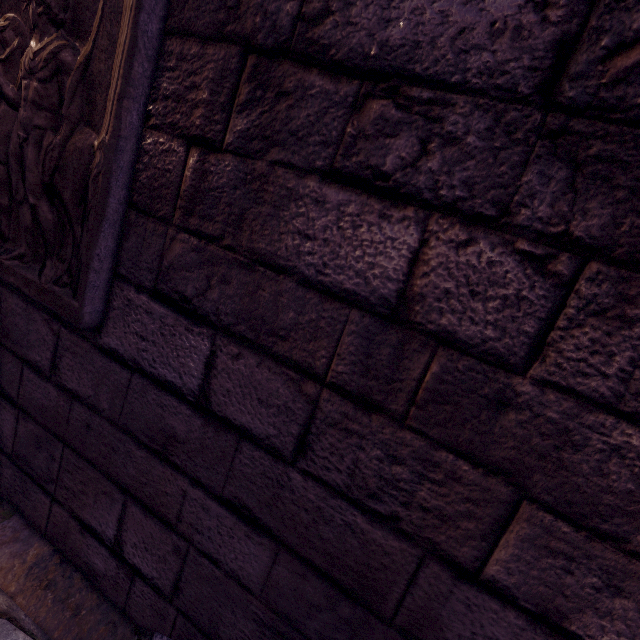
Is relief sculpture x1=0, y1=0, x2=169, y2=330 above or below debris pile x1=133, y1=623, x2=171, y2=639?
above

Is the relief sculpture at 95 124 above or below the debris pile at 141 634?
above

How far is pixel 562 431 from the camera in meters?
0.6
